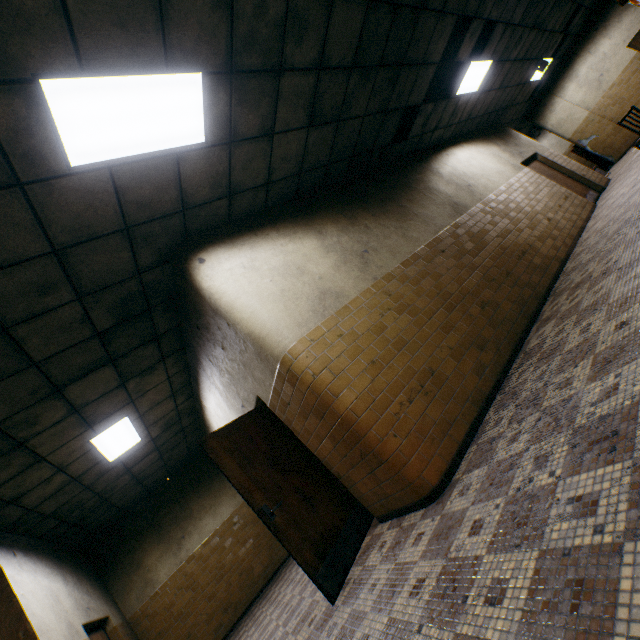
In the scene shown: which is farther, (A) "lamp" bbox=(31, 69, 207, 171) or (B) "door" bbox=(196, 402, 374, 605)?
(B) "door" bbox=(196, 402, 374, 605)

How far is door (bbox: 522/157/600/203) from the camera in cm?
896

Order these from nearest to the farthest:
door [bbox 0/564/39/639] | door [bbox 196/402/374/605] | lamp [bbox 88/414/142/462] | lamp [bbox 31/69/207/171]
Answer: door [bbox 0/564/39/639] → lamp [bbox 31/69/207/171] → door [bbox 196/402/374/605] → lamp [bbox 88/414/142/462]

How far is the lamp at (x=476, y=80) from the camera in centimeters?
700cm

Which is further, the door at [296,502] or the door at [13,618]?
the door at [296,502]

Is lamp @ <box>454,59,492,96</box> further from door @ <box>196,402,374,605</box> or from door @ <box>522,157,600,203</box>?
door @ <box>196,402,374,605</box>

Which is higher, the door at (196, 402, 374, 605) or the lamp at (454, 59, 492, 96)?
the lamp at (454, 59, 492, 96)

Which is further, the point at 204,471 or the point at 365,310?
the point at 204,471
